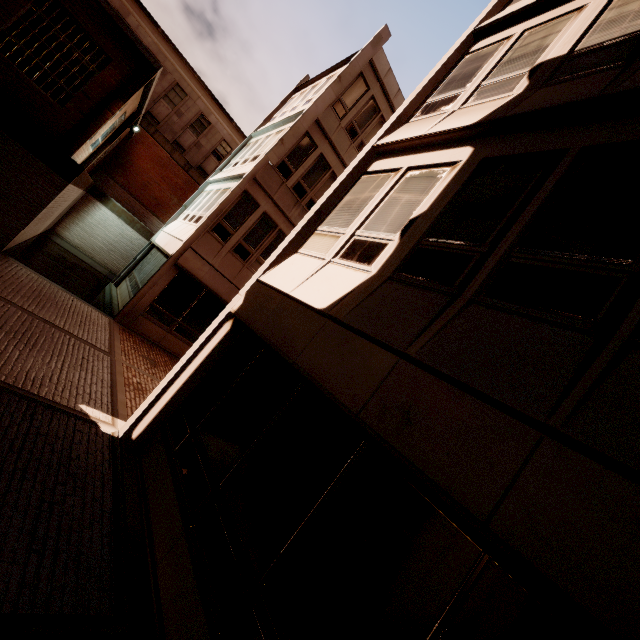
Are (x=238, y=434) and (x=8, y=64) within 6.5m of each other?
no
